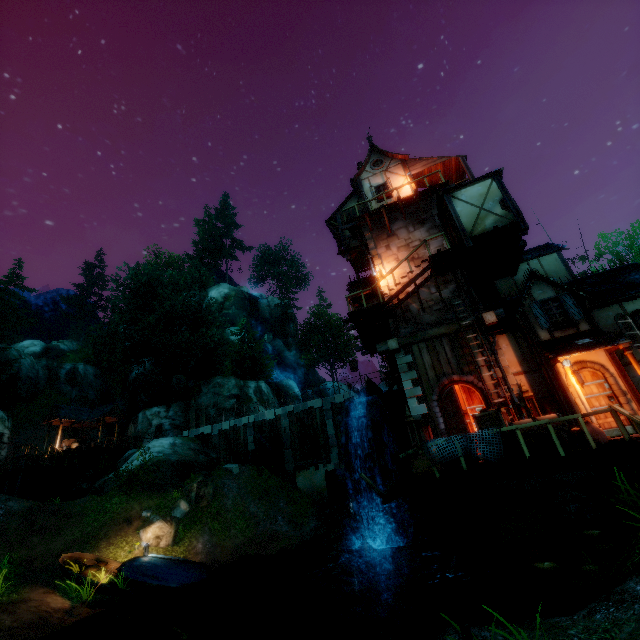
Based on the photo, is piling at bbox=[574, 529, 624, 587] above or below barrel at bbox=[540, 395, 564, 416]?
below

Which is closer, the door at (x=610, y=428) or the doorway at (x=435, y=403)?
the door at (x=610, y=428)

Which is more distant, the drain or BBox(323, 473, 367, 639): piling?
the drain

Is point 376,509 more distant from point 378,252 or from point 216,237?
point 216,237

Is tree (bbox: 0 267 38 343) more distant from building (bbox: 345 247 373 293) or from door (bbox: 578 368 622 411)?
door (bbox: 578 368 622 411)

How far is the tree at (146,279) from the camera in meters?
33.3 m

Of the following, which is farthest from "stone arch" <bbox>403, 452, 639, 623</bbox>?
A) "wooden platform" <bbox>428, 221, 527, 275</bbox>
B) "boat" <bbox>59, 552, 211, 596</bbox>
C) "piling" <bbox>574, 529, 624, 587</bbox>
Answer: "boat" <bbox>59, 552, 211, 596</bbox>

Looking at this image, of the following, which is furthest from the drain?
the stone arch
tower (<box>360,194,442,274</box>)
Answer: the stone arch
